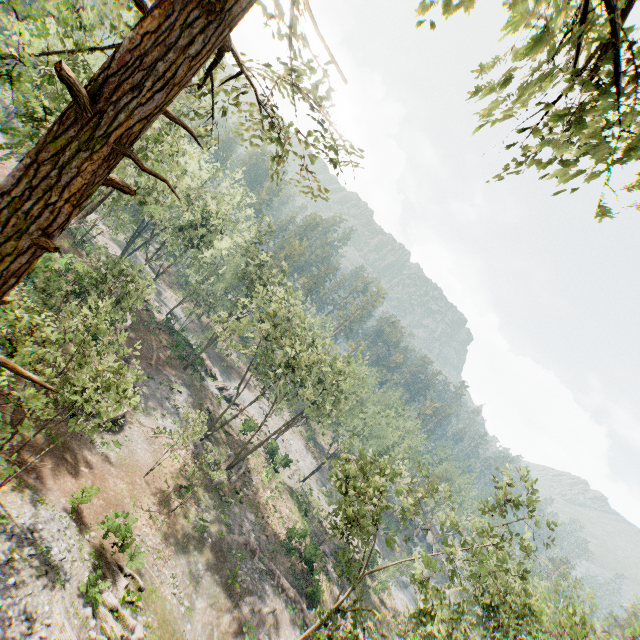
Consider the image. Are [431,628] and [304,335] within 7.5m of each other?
no

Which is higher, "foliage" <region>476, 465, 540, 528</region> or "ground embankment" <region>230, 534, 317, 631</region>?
"foliage" <region>476, 465, 540, 528</region>

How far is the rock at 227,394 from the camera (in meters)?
48.50

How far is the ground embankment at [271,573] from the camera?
27.5m

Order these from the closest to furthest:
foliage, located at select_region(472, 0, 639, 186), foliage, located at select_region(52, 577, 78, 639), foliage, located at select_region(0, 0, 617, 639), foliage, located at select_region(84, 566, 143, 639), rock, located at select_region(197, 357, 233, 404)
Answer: foliage, located at select_region(472, 0, 639, 186) < foliage, located at select_region(0, 0, 617, 639) < foliage, located at select_region(52, 577, 78, 639) < foliage, located at select_region(84, 566, 143, 639) < rock, located at select_region(197, 357, 233, 404)

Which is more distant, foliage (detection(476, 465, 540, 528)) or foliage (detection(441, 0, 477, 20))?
foliage (detection(476, 465, 540, 528))

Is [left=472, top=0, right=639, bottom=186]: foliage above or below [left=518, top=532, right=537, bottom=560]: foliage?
above
